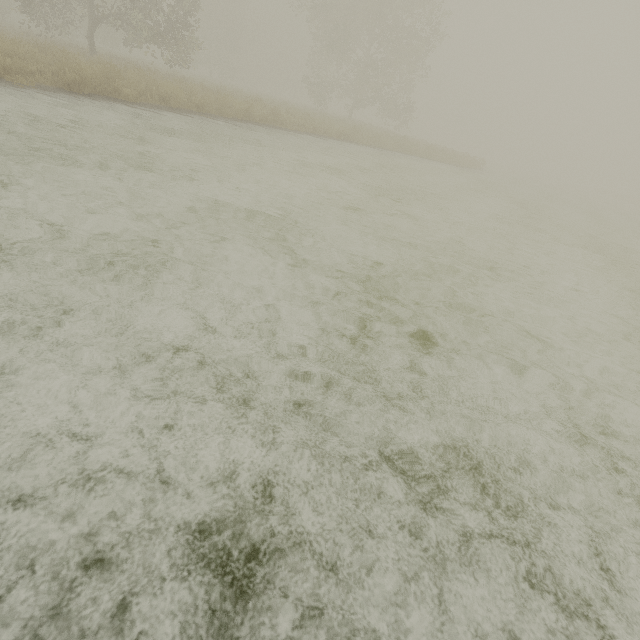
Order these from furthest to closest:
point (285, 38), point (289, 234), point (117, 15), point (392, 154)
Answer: point (285, 38) < point (392, 154) < point (117, 15) < point (289, 234)
